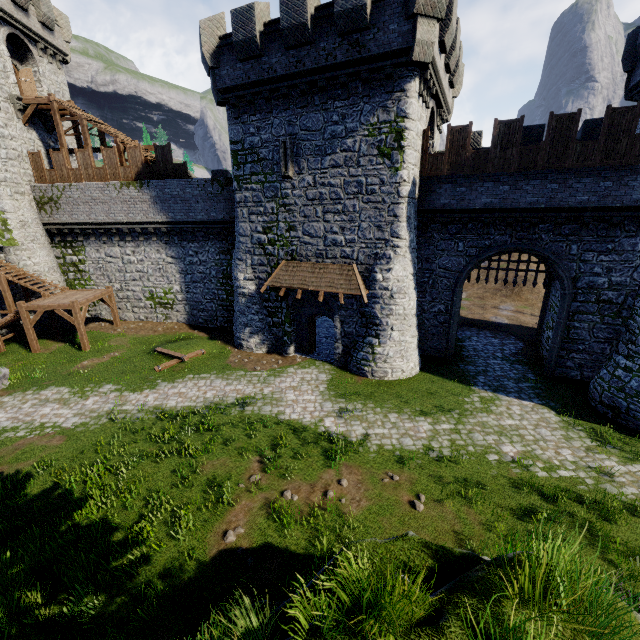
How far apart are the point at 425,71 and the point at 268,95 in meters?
7.2 m

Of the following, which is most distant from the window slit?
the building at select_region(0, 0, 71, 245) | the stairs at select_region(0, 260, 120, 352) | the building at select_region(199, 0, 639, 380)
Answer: the building at select_region(0, 0, 71, 245)

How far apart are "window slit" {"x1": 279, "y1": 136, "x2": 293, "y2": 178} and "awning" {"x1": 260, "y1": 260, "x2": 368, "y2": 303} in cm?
408

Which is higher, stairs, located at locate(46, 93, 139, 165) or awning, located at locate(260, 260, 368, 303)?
stairs, located at locate(46, 93, 139, 165)

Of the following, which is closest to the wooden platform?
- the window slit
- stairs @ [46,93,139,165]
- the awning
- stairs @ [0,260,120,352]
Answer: stairs @ [46,93,139,165]

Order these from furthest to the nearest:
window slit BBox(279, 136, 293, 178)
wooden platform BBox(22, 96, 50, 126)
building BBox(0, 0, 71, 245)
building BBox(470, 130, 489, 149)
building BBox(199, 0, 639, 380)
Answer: wooden platform BBox(22, 96, 50, 126) → building BBox(0, 0, 71, 245) → building BBox(470, 130, 489, 149) → window slit BBox(279, 136, 293, 178) → building BBox(199, 0, 639, 380)

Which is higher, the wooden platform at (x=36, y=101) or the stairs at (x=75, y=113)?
the wooden platform at (x=36, y=101)

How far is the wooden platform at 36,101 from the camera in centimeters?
2159cm
